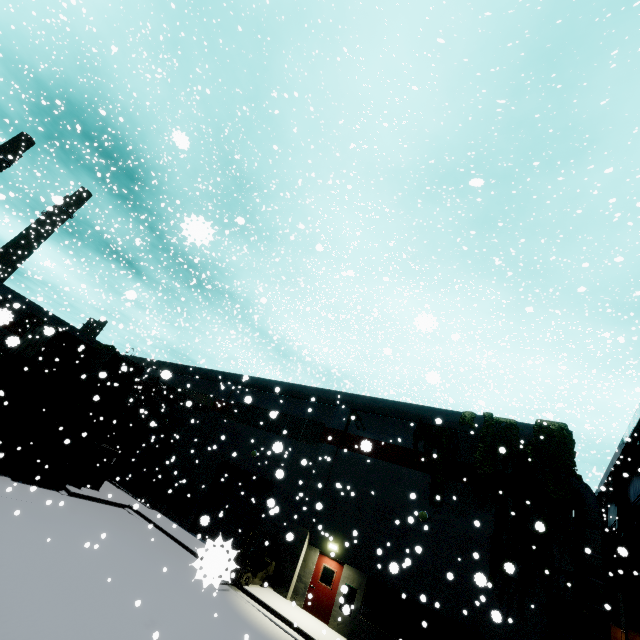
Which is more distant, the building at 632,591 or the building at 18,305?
the building at 632,591

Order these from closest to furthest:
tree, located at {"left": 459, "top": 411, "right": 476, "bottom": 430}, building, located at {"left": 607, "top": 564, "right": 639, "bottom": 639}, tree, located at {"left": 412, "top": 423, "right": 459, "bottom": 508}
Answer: tree, located at {"left": 412, "top": 423, "right": 459, "bottom": 508} → tree, located at {"left": 459, "top": 411, "right": 476, "bottom": 430} → building, located at {"left": 607, "top": 564, "right": 639, "bottom": 639}

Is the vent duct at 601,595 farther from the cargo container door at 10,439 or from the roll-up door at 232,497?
the cargo container door at 10,439

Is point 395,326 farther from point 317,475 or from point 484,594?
point 484,594

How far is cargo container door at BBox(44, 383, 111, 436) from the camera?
18.36m

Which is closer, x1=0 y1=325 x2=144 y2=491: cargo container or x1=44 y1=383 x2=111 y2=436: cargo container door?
x1=0 y1=325 x2=144 y2=491: cargo container

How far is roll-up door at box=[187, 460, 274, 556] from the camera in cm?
1888

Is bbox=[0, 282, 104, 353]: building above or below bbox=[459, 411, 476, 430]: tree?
below
